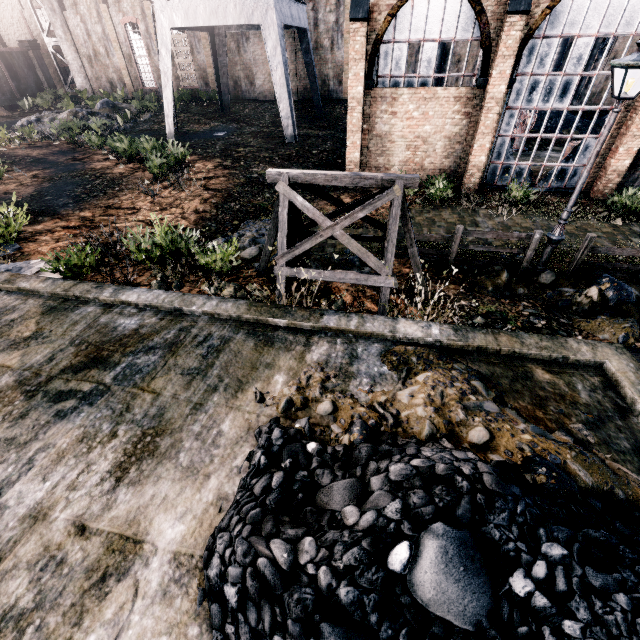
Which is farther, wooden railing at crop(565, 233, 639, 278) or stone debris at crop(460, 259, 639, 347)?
wooden railing at crop(565, 233, 639, 278)

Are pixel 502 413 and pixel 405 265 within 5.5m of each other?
no

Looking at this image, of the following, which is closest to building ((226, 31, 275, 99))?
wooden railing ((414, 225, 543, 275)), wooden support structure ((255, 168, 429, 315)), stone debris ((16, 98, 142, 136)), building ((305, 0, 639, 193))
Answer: building ((305, 0, 639, 193))

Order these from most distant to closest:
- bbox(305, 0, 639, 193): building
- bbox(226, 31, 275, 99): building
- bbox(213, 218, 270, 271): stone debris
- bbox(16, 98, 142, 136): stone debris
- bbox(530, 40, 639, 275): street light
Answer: bbox(226, 31, 275, 99): building
bbox(16, 98, 142, 136): stone debris
bbox(305, 0, 639, 193): building
bbox(213, 218, 270, 271): stone debris
bbox(530, 40, 639, 275): street light

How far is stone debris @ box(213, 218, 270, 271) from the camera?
10.7m

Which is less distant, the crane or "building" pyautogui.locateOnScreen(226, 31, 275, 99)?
the crane

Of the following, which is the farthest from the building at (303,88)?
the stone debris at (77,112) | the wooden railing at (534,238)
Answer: the wooden railing at (534,238)

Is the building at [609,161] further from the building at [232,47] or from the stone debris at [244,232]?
the stone debris at [244,232]
